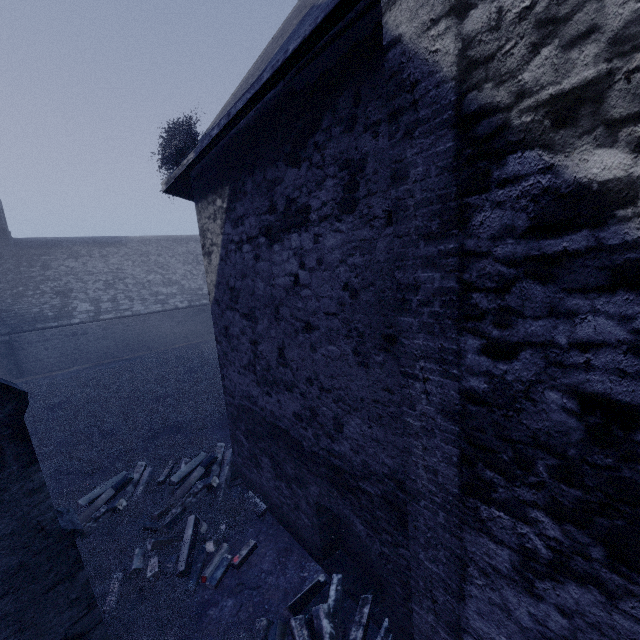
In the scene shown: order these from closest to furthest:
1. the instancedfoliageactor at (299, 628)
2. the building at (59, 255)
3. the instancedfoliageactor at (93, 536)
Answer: the building at (59, 255) → the instancedfoliageactor at (299, 628) → the instancedfoliageactor at (93, 536)

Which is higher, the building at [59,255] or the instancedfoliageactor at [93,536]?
the building at [59,255]

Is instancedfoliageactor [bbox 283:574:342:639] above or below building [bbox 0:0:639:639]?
below

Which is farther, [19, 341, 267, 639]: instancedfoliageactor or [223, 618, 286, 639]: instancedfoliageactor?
[19, 341, 267, 639]: instancedfoliageactor

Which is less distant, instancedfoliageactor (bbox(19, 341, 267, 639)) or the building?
the building

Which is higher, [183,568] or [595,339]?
[595,339]
